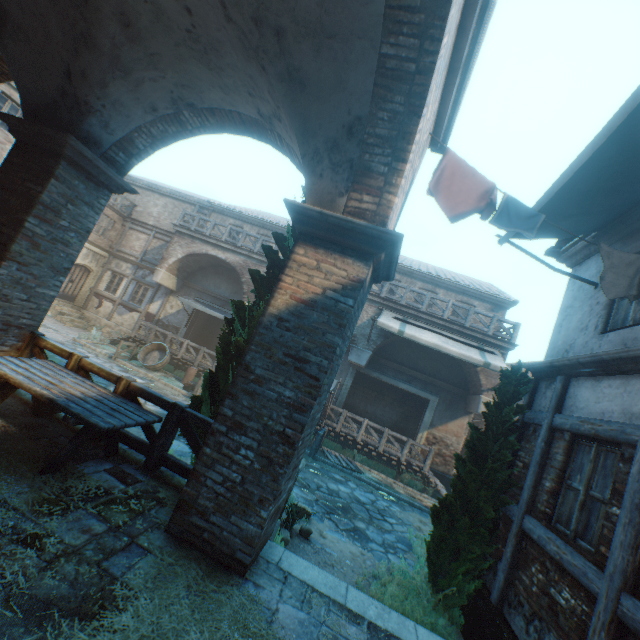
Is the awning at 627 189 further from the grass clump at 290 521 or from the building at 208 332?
the grass clump at 290 521

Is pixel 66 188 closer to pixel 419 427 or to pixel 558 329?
pixel 558 329

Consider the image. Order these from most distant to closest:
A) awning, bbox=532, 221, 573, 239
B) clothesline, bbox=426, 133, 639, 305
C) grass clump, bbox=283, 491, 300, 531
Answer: grass clump, bbox=283, 491, 300, 531, awning, bbox=532, 221, 573, 239, clothesline, bbox=426, 133, 639, 305

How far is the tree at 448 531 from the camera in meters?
5.4 m

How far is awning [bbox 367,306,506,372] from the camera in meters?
12.6

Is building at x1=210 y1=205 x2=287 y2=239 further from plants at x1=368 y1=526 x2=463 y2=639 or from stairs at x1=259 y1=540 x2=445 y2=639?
stairs at x1=259 y1=540 x2=445 y2=639

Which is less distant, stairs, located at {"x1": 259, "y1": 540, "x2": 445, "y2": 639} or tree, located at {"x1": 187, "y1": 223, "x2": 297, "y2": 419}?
stairs, located at {"x1": 259, "y1": 540, "x2": 445, "y2": 639}

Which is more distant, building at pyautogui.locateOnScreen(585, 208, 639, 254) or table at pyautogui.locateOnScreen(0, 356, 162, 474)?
building at pyautogui.locateOnScreen(585, 208, 639, 254)
